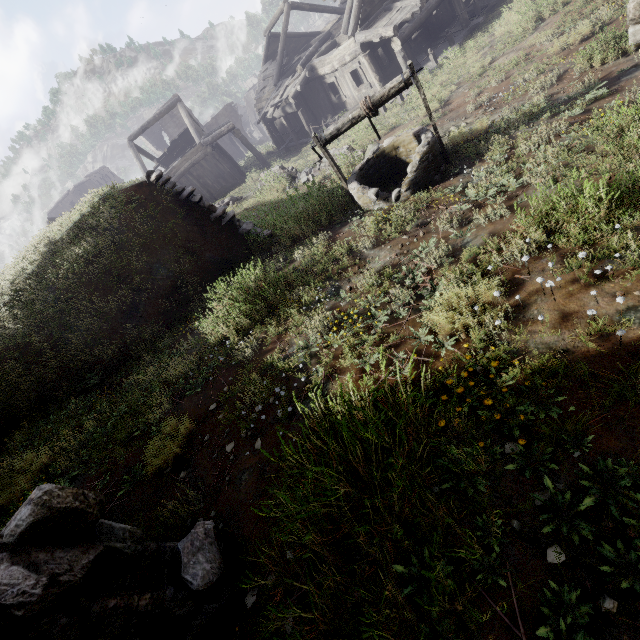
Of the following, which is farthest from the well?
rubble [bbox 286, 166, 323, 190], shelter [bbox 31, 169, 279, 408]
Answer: rubble [bbox 286, 166, 323, 190]

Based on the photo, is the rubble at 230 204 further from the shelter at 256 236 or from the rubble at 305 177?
the rubble at 305 177

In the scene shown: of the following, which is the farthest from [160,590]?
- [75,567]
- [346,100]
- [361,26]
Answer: [346,100]

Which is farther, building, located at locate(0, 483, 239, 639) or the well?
the well

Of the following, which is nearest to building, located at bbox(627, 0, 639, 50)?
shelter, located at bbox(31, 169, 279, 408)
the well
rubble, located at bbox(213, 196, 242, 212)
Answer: shelter, located at bbox(31, 169, 279, 408)

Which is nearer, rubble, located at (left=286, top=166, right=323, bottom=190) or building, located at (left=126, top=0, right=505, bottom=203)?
rubble, located at (left=286, top=166, right=323, bottom=190)

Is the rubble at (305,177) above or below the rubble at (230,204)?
below

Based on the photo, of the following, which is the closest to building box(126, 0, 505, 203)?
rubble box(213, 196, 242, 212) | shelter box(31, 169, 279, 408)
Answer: shelter box(31, 169, 279, 408)
